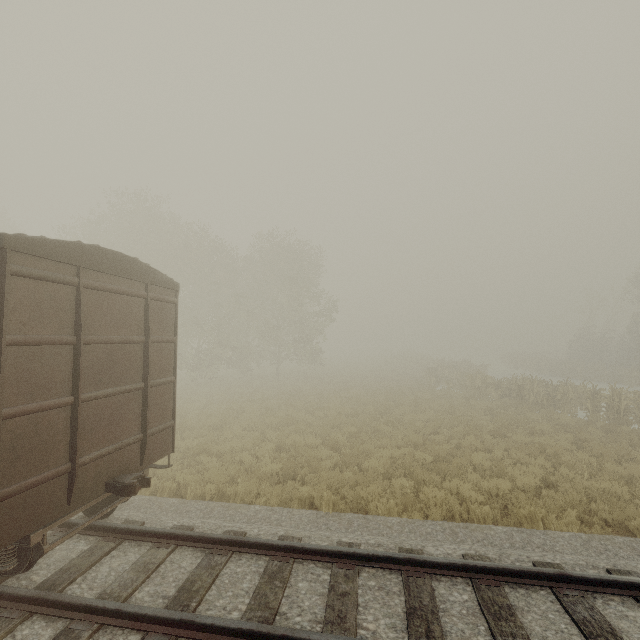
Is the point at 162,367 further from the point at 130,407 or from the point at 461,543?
the point at 461,543
